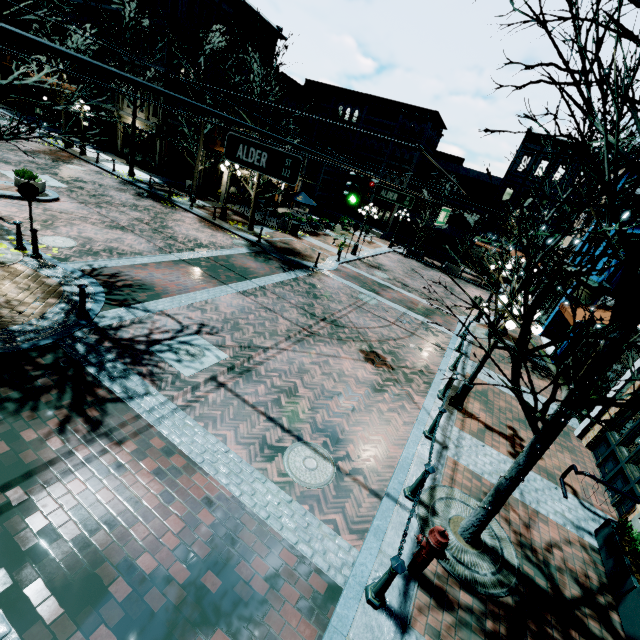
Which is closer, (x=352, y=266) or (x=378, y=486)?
(x=378, y=486)

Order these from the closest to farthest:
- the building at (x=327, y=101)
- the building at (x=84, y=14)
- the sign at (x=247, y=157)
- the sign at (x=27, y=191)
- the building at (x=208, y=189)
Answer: the sign at (x=247, y=157) → the sign at (x=27, y=191) → the building at (x=208, y=189) → the building at (x=84, y=14) → the building at (x=327, y=101)

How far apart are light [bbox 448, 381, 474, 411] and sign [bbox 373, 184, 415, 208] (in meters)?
5.96

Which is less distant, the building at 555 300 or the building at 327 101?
the building at 555 300

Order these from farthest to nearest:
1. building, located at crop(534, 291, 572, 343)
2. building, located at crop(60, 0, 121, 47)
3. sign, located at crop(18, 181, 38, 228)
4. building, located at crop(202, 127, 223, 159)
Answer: building, located at crop(60, 0, 121, 47), building, located at crop(202, 127, 223, 159), building, located at crop(534, 291, 572, 343), sign, located at crop(18, 181, 38, 228)

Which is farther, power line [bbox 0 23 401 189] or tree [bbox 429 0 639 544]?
tree [bbox 429 0 639 544]

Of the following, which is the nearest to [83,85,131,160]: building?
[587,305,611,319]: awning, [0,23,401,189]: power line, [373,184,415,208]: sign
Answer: [0,23,401,189]: power line

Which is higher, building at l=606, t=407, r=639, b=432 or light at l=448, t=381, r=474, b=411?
building at l=606, t=407, r=639, b=432
